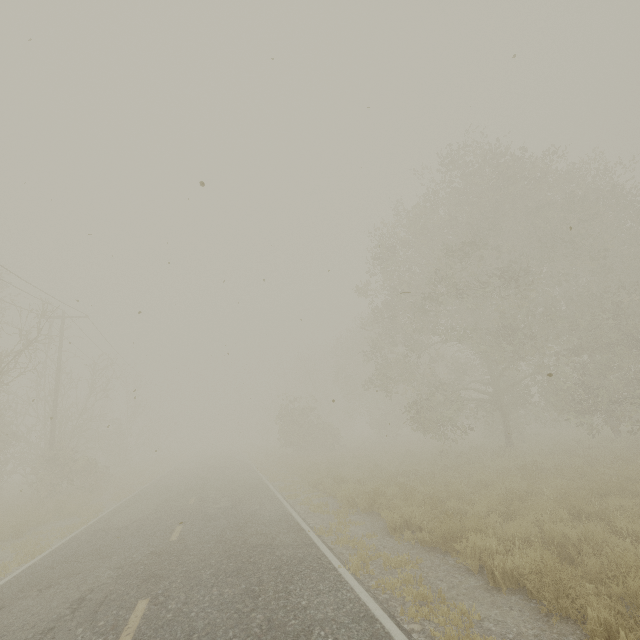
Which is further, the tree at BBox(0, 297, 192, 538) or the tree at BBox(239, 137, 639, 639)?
the tree at BBox(0, 297, 192, 538)

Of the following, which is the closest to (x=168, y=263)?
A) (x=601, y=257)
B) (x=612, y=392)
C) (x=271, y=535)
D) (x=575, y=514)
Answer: (x=271, y=535)

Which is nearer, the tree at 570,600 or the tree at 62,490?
the tree at 570,600
